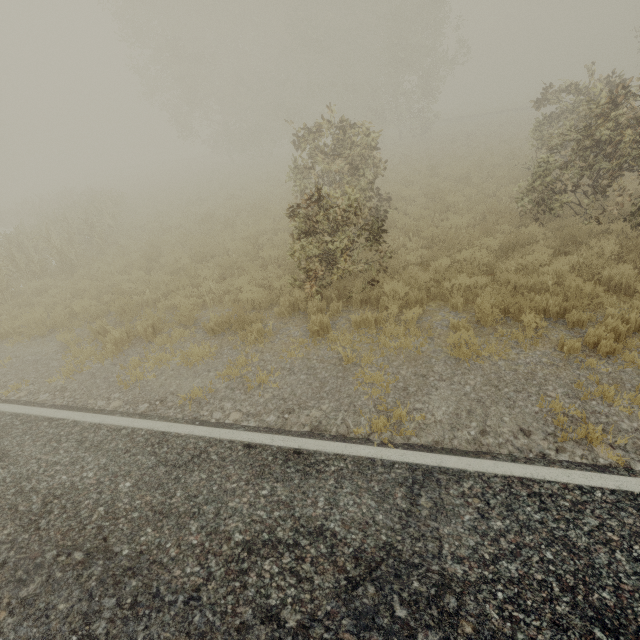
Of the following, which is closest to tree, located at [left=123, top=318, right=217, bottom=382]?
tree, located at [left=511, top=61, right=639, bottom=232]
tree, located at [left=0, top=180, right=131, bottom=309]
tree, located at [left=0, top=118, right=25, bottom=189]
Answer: tree, located at [left=511, top=61, right=639, bottom=232]

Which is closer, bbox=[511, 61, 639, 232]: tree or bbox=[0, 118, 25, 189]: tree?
bbox=[511, 61, 639, 232]: tree

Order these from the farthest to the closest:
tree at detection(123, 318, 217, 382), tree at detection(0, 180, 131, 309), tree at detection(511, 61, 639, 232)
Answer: tree at detection(0, 180, 131, 309) < tree at detection(511, 61, 639, 232) < tree at detection(123, 318, 217, 382)

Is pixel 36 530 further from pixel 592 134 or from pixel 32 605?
pixel 592 134

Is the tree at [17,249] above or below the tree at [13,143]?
below

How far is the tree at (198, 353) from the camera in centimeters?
620cm

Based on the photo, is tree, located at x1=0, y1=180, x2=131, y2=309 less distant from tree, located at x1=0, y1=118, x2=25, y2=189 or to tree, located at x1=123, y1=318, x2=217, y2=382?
tree, located at x1=123, y1=318, x2=217, y2=382
